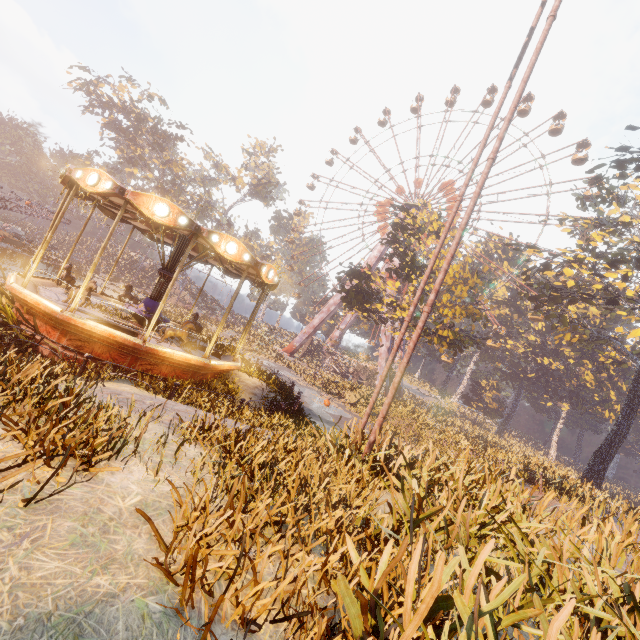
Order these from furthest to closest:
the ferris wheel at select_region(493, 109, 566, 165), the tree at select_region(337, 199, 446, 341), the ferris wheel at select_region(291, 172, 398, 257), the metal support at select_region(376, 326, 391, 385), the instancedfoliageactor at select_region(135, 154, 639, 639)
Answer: the ferris wheel at select_region(291, 172, 398, 257) < the ferris wheel at select_region(493, 109, 566, 165) < the metal support at select_region(376, 326, 391, 385) < the tree at select_region(337, 199, 446, 341) < the instancedfoliageactor at select_region(135, 154, 639, 639)

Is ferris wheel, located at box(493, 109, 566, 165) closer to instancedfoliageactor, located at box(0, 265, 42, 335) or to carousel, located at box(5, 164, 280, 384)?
carousel, located at box(5, 164, 280, 384)

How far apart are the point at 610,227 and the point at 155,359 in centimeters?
3429cm

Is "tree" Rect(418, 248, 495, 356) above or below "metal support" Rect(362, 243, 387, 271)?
below

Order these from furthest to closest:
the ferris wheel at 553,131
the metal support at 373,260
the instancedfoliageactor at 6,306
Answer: the metal support at 373,260 < the ferris wheel at 553,131 < the instancedfoliageactor at 6,306

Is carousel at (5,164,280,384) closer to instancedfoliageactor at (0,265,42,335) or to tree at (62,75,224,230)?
instancedfoliageactor at (0,265,42,335)

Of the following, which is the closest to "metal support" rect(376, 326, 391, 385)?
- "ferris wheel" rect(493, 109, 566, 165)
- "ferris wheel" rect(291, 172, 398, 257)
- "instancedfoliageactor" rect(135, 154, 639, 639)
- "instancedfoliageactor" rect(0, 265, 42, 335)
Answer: "ferris wheel" rect(291, 172, 398, 257)

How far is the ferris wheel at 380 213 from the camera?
49.2 meters
